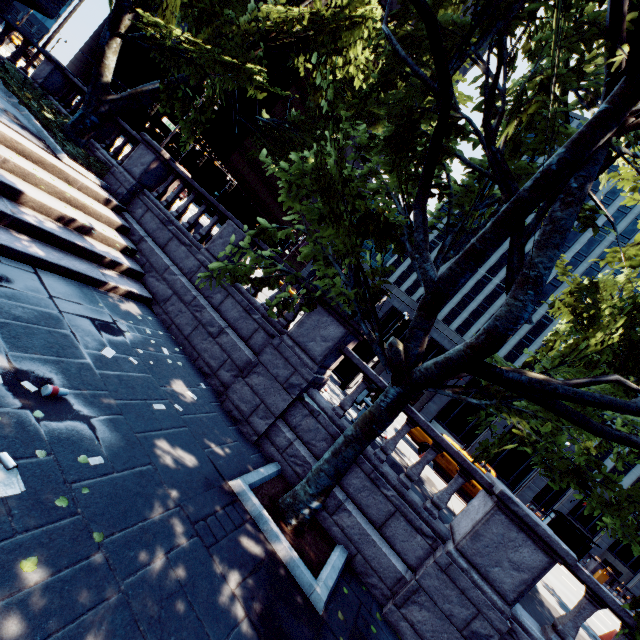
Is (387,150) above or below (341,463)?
above

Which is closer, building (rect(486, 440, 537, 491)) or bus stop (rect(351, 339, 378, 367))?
bus stop (rect(351, 339, 378, 367))

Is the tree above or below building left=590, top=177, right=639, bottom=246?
below

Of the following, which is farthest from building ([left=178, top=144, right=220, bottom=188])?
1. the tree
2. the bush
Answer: the bush

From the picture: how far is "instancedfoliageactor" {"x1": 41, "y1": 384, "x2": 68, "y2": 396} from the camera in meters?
4.5

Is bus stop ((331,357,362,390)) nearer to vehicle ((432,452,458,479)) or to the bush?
vehicle ((432,452,458,479))

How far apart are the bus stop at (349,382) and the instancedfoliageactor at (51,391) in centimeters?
891cm

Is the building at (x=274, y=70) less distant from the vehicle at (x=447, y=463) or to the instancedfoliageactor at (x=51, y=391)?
the vehicle at (x=447, y=463)
